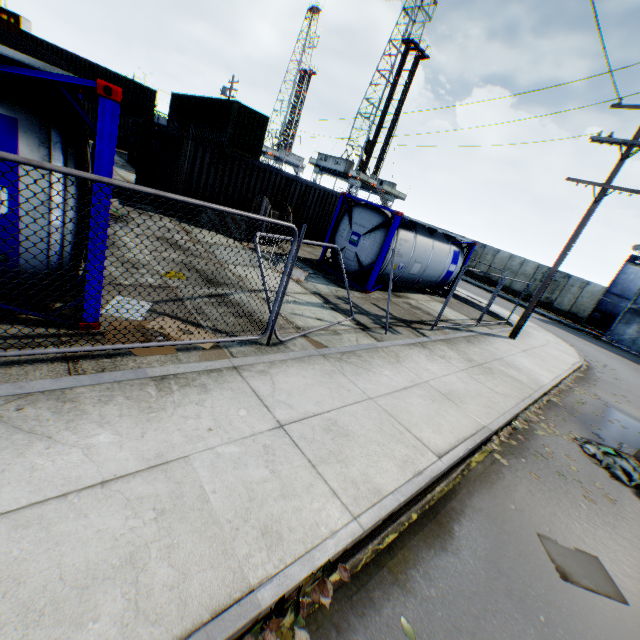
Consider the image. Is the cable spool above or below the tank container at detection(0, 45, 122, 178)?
below

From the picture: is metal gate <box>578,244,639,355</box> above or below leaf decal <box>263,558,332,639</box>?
above

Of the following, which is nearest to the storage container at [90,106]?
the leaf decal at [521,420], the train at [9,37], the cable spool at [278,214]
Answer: the train at [9,37]

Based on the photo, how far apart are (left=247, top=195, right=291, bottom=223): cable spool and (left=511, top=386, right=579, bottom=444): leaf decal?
10.3m

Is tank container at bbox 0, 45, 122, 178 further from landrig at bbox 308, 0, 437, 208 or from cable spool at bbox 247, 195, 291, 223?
landrig at bbox 308, 0, 437, 208

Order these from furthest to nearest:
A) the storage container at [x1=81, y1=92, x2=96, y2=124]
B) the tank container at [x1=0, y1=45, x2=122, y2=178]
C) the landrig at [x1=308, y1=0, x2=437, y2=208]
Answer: the landrig at [x1=308, y1=0, x2=437, y2=208] < the storage container at [x1=81, y1=92, x2=96, y2=124] < the tank container at [x1=0, y1=45, x2=122, y2=178]

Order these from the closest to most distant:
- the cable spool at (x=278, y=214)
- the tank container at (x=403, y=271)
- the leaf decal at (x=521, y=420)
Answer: the leaf decal at (x=521, y=420) < the tank container at (x=403, y=271) < the cable spool at (x=278, y=214)

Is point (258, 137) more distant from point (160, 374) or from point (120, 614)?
point (120, 614)
